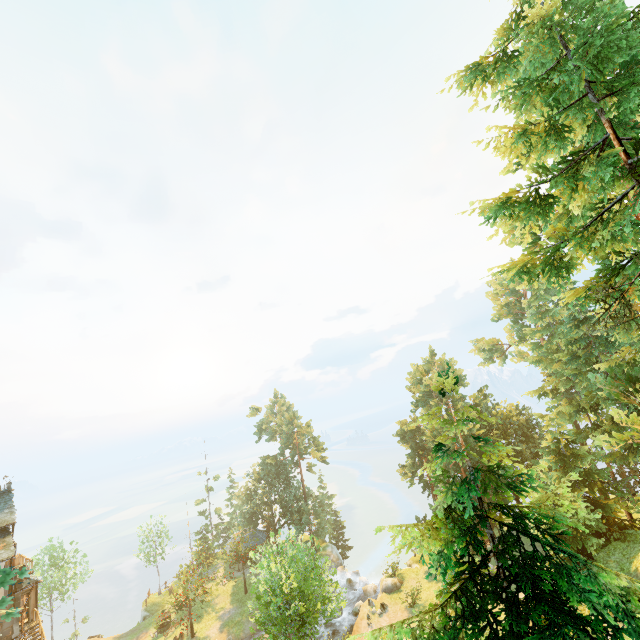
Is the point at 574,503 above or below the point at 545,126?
below

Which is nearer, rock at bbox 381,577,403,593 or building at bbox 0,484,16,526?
building at bbox 0,484,16,526

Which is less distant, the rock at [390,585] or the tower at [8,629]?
the tower at [8,629]

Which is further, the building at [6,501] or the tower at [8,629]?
the building at [6,501]

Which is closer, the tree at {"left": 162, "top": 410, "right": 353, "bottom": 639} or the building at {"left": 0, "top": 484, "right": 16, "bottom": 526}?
the tree at {"left": 162, "top": 410, "right": 353, "bottom": 639}

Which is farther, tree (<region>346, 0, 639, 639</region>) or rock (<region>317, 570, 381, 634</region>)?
rock (<region>317, 570, 381, 634</region>)

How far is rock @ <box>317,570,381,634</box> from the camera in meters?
36.2 m
